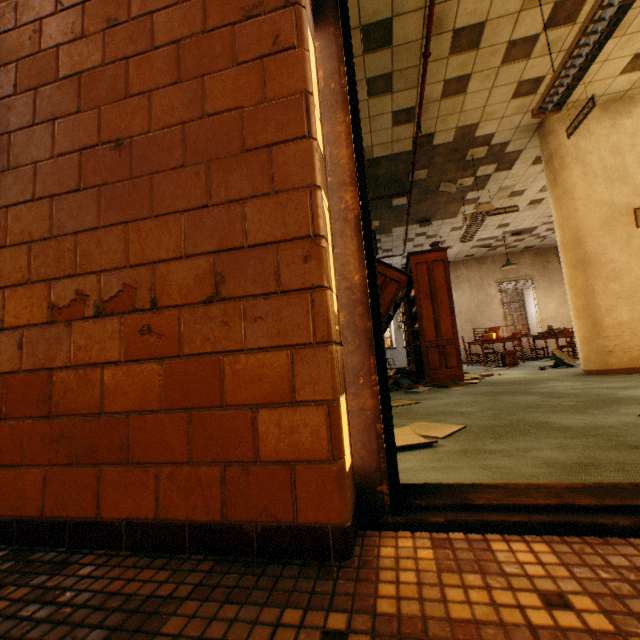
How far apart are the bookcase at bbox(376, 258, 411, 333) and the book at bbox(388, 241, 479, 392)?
0.0 meters

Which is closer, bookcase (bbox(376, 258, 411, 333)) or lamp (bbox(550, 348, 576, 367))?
bookcase (bbox(376, 258, 411, 333))

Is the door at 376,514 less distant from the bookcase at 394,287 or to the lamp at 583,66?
the lamp at 583,66

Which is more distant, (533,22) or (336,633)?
(533,22)

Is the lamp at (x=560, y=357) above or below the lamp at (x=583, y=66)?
below

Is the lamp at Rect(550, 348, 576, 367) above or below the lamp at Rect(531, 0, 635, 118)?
below

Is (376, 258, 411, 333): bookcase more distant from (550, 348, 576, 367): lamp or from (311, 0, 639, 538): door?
(311, 0, 639, 538): door

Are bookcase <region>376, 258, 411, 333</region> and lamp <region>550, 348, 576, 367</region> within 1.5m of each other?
no
